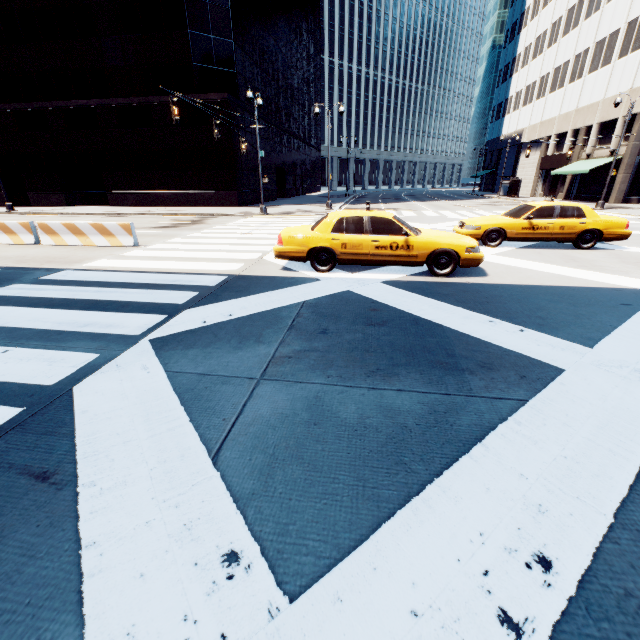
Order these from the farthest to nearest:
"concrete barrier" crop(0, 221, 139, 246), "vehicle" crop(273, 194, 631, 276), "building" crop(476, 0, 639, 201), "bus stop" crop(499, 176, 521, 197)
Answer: "bus stop" crop(499, 176, 521, 197) < "building" crop(476, 0, 639, 201) < "concrete barrier" crop(0, 221, 139, 246) < "vehicle" crop(273, 194, 631, 276)

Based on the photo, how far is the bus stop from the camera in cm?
3978

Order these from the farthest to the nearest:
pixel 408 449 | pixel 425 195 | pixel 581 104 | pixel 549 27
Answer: pixel 425 195
pixel 549 27
pixel 581 104
pixel 408 449

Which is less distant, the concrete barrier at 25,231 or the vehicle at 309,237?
the vehicle at 309,237

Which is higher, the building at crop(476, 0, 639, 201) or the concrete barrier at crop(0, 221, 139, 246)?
the building at crop(476, 0, 639, 201)

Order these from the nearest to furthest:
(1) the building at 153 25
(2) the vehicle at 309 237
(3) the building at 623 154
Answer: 1. (2) the vehicle at 309 237
2. (1) the building at 153 25
3. (3) the building at 623 154

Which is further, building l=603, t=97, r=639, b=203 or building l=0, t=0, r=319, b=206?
building l=603, t=97, r=639, b=203
